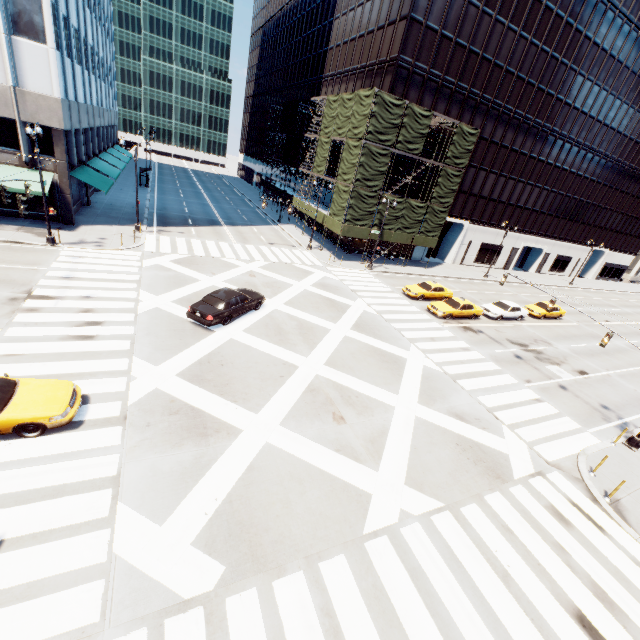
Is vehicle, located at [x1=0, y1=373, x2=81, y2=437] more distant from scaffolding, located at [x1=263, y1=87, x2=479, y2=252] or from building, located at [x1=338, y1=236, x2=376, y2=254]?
building, located at [x1=338, y1=236, x2=376, y2=254]

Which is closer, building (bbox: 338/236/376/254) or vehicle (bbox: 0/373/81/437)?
vehicle (bbox: 0/373/81/437)

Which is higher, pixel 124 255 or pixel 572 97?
pixel 572 97

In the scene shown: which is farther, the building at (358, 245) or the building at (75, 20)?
the building at (358, 245)

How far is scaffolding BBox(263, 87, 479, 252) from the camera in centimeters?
3003cm

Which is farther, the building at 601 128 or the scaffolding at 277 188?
the scaffolding at 277 188

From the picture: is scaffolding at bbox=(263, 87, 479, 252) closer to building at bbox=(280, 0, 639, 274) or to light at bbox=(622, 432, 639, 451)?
building at bbox=(280, 0, 639, 274)

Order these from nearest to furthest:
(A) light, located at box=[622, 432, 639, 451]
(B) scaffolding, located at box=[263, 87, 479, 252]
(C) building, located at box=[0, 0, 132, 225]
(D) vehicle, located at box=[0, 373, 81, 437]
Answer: (D) vehicle, located at box=[0, 373, 81, 437], (A) light, located at box=[622, 432, 639, 451], (C) building, located at box=[0, 0, 132, 225], (B) scaffolding, located at box=[263, 87, 479, 252]
